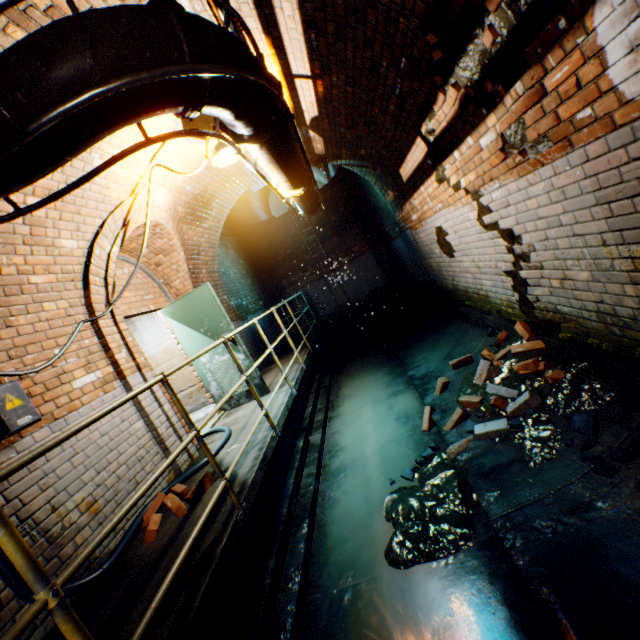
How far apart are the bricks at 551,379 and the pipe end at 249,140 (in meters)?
3.21

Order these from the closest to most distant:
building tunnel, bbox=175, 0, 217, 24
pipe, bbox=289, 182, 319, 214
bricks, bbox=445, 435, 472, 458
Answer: building tunnel, bbox=175, 0, 217, 24
bricks, bbox=445, 435, 472, 458
pipe, bbox=289, 182, 319, 214

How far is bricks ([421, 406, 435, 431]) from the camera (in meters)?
4.02

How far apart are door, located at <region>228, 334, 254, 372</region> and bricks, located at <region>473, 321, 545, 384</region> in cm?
309

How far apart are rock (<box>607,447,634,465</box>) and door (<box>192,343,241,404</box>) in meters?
4.2

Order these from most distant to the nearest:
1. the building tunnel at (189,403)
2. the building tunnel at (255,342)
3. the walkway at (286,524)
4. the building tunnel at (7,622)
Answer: the building tunnel at (255,342), the building tunnel at (189,403), the building tunnel at (7,622), the walkway at (286,524)

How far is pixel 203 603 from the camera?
1.88m
